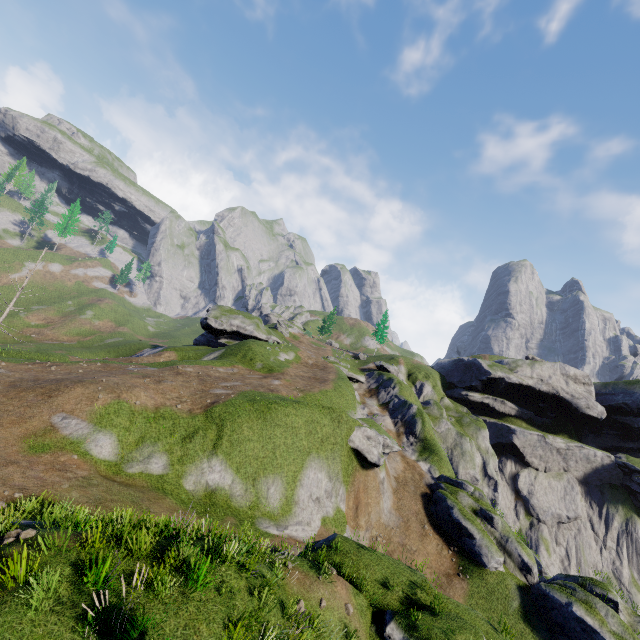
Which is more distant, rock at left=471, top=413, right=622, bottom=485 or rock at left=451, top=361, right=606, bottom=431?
rock at left=451, top=361, right=606, bottom=431

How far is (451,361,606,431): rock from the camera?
54.0m

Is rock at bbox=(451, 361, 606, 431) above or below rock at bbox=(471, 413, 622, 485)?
above

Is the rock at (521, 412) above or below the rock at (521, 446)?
above

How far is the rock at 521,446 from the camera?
50.78m

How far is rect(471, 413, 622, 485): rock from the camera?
50.8 meters

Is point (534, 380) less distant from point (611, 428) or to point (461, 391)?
point (461, 391)
